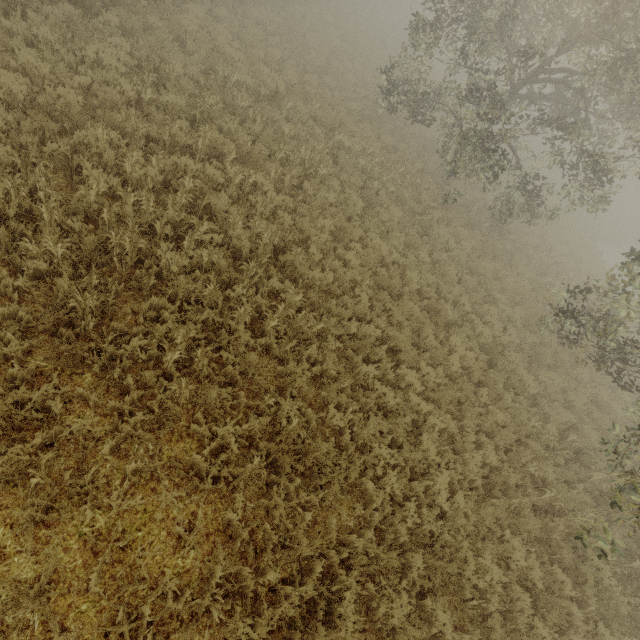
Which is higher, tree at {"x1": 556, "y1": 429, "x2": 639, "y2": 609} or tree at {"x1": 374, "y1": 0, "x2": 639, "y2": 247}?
tree at {"x1": 374, "y1": 0, "x2": 639, "y2": 247}

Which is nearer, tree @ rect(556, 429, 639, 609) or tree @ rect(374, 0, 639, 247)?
tree @ rect(556, 429, 639, 609)

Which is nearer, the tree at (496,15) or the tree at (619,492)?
the tree at (619,492)

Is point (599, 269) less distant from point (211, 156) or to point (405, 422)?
point (405, 422)

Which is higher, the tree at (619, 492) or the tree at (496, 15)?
the tree at (496, 15)
